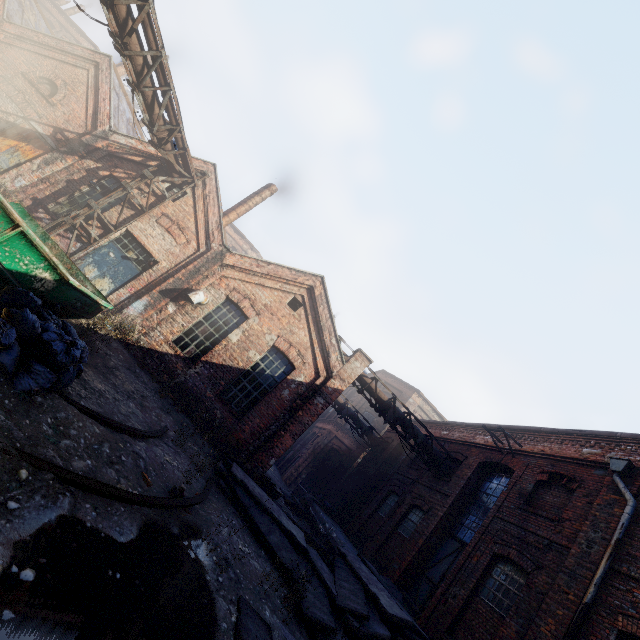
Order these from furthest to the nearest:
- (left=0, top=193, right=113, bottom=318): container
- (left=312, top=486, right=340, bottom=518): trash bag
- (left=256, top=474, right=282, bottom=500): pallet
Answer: (left=312, top=486, right=340, bottom=518): trash bag
(left=256, top=474, right=282, bottom=500): pallet
(left=0, top=193, right=113, bottom=318): container

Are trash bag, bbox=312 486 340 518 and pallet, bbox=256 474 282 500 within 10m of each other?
yes

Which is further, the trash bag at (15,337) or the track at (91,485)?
the trash bag at (15,337)

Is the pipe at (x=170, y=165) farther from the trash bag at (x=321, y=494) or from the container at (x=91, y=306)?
the trash bag at (x=321, y=494)

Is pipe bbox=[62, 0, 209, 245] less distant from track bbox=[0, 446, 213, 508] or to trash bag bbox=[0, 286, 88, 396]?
track bbox=[0, 446, 213, 508]

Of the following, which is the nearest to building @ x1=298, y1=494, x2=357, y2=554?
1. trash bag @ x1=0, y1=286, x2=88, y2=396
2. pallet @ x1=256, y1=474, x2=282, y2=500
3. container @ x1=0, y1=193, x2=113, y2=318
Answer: pallet @ x1=256, y1=474, x2=282, y2=500

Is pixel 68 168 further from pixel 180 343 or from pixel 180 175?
pixel 180 343

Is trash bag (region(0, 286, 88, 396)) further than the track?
Yes
